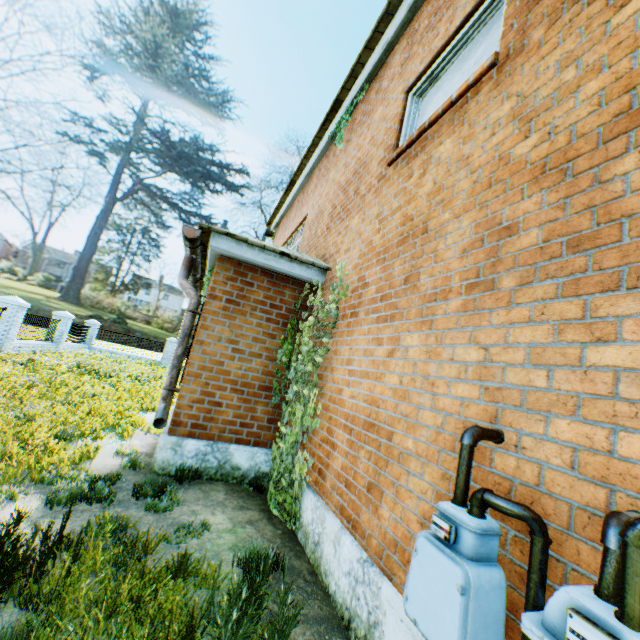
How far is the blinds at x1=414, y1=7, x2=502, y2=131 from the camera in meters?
3.6

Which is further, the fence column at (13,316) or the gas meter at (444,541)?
the fence column at (13,316)

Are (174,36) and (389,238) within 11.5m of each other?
no

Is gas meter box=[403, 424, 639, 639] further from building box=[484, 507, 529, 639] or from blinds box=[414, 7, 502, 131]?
blinds box=[414, 7, 502, 131]

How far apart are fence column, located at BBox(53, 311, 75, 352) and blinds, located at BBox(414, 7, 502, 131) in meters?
21.1

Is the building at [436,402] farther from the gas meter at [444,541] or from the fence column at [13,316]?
the fence column at [13,316]

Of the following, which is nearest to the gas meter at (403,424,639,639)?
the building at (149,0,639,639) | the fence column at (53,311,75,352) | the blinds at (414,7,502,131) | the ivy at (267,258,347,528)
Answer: the building at (149,0,639,639)

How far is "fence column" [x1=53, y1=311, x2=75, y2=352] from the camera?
18.3 meters
